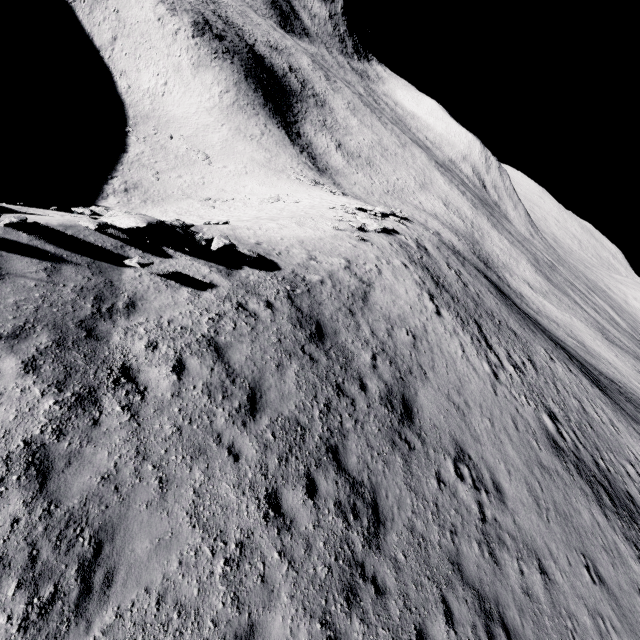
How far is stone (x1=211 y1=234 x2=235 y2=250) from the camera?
11.7m

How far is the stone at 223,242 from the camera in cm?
1170

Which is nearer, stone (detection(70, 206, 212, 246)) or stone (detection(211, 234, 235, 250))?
stone (detection(70, 206, 212, 246))

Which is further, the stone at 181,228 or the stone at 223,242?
the stone at 223,242

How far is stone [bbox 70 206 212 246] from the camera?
10.00m

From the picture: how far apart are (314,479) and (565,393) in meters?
23.1
